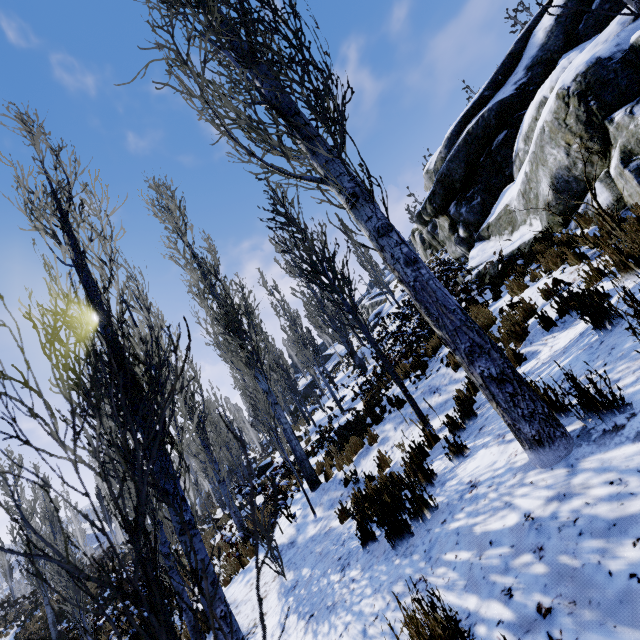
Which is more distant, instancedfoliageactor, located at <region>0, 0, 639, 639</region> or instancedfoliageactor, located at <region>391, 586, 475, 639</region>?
instancedfoliageactor, located at <region>391, 586, 475, 639</region>

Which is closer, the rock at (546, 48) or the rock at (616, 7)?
the rock at (546, 48)

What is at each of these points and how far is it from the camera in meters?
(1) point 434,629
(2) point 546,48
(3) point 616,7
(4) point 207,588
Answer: (1) instancedfoliageactor, 1.6
(2) rock, 10.7
(3) rock, 9.7
(4) instancedfoliageactor, 0.6

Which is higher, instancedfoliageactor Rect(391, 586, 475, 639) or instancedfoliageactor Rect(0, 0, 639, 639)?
instancedfoliageactor Rect(0, 0, 639, 639)

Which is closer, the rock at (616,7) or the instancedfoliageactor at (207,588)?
the instancedfoliageactor at (207,588)

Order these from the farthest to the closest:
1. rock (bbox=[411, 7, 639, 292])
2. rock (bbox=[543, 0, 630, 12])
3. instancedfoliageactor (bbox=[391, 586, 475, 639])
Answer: rock (bbox=[543, 0, 630, 12])
rock (bbox=[411, 7, 639, 292])
instancedfoliageactor (bbox=[391, 586, 475, 639])

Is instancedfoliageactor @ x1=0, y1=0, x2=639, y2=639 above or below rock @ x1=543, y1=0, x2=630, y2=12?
below

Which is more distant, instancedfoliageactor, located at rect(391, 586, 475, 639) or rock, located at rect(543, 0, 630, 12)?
rock, located at rect(543, 0, 630, 12)
